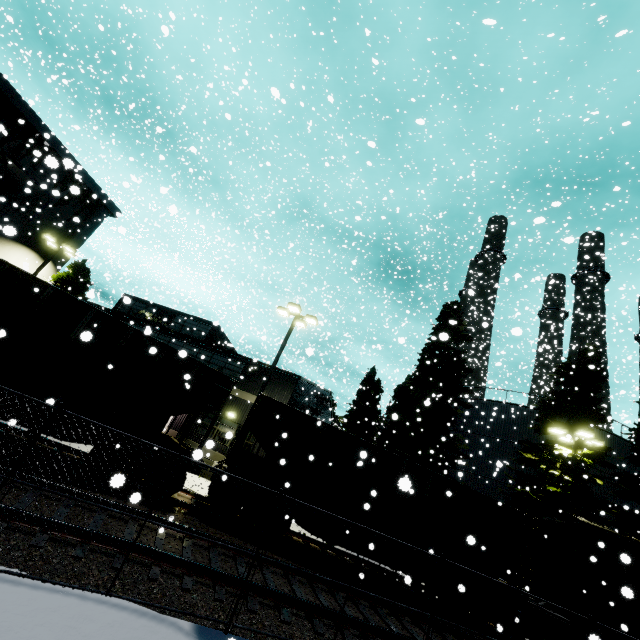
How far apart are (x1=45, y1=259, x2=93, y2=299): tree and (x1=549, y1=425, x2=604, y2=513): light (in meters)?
32.45

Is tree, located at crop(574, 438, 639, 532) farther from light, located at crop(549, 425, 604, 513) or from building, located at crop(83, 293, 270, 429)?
building, located at crop(83, 293, 270, 429)

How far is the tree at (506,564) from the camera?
16.6m

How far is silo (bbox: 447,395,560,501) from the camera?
23.73m

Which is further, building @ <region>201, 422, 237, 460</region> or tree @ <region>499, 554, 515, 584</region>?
tree @ <region>499, 554, 515, 584</region>

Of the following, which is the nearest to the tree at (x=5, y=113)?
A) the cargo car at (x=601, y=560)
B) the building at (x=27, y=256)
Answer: the building at (x=27, y=256)

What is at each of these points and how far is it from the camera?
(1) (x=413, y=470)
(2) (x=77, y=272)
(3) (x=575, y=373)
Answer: (1) coal car, 12.5 meters
(2) tree, 23.2 meters
(3) tree, 20.4 meters
